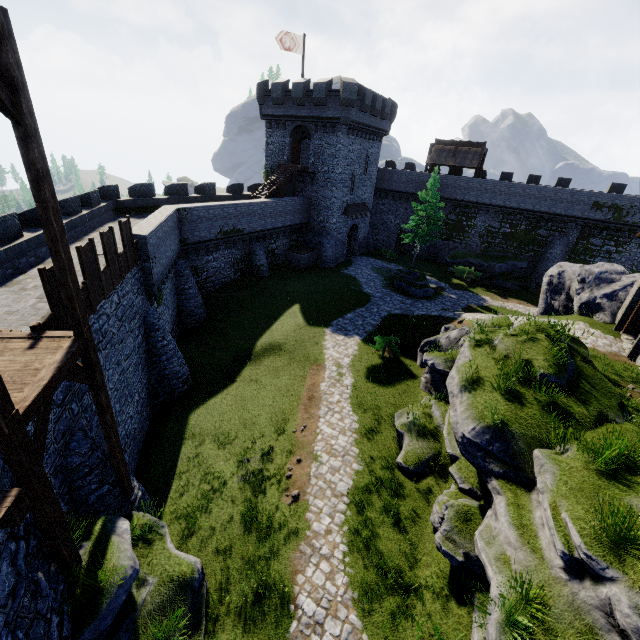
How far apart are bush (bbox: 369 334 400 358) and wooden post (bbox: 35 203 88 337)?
14.62m

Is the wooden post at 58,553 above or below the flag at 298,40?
below

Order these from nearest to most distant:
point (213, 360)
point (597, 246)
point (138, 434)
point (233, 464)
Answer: point (233, 464) → point (138, 434) → point (213, 360) → point (597, 246)

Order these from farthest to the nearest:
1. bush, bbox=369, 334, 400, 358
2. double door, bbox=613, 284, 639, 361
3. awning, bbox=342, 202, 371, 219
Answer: awning, bbox=342, 202, 371, 219, bush, bbox=369, 334, 400, 358, double door, bbox=613, 284, 639, 361

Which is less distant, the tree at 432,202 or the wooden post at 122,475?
the wooden post at 122,475

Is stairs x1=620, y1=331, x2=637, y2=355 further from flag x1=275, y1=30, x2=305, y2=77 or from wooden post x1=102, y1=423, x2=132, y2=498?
flag x1=275, y1=30, x2=305, y2=77

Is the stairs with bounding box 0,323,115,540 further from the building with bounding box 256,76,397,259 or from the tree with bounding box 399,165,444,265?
the tree with bounding box 399,165,444,265

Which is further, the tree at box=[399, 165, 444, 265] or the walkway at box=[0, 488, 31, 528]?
the tree at box=[399, 165, 444, 265]
